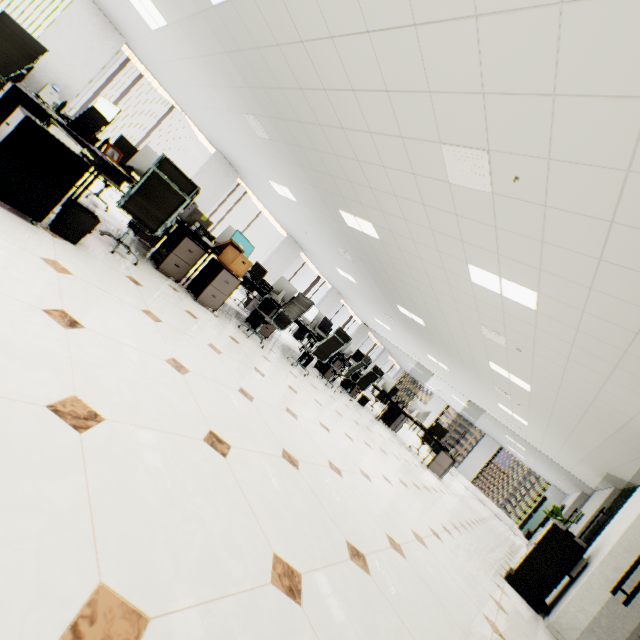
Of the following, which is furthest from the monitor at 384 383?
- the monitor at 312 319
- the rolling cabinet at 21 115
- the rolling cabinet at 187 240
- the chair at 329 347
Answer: the rolling cabinet at 21 115

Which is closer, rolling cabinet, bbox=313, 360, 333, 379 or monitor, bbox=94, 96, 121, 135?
monitor, bbox=94, 96, 121, 135

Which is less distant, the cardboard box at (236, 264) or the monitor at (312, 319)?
the cardboard box at (236, 264)

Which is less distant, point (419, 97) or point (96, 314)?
point (96, 314)

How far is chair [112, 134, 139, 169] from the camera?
5.54m

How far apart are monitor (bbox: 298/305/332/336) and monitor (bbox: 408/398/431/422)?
3.53m

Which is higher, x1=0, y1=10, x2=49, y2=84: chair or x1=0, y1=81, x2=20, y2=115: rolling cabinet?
x1=0, y1=10, x2=49, y2=84: chair

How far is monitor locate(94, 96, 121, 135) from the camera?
3.7 meters
